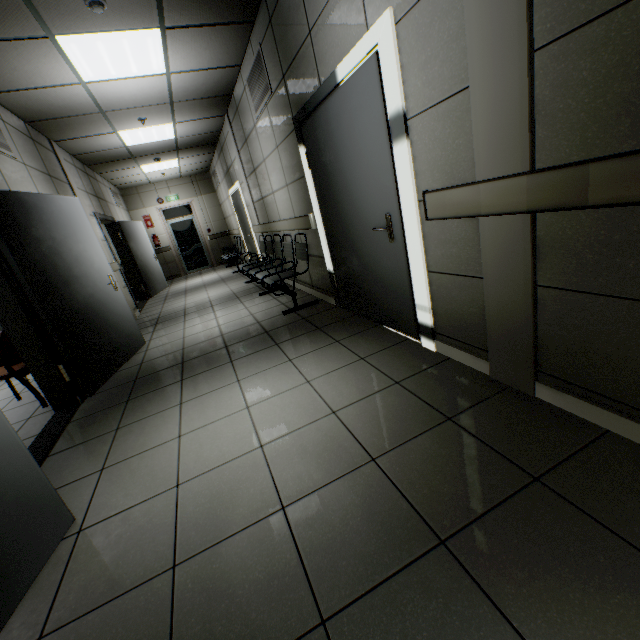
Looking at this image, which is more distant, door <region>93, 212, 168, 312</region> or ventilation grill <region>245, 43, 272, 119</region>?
door <region>93, 212, 168, 312</region>

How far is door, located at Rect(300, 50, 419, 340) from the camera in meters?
2.3 m

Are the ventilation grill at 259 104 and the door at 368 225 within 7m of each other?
yes

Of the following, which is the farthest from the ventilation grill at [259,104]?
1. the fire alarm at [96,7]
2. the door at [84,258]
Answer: the door at [84,258]

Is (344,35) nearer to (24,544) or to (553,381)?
(553,381)

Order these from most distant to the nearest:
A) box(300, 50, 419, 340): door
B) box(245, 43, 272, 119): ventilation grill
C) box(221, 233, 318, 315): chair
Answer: box(221, 233, 318, 315): chair < box(245, 43, 272, 119): ventilation grill < box(300, 50, 419, 340): door

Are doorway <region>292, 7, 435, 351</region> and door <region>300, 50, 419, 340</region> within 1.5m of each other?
yes

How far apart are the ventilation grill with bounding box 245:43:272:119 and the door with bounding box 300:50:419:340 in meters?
1.0 m
